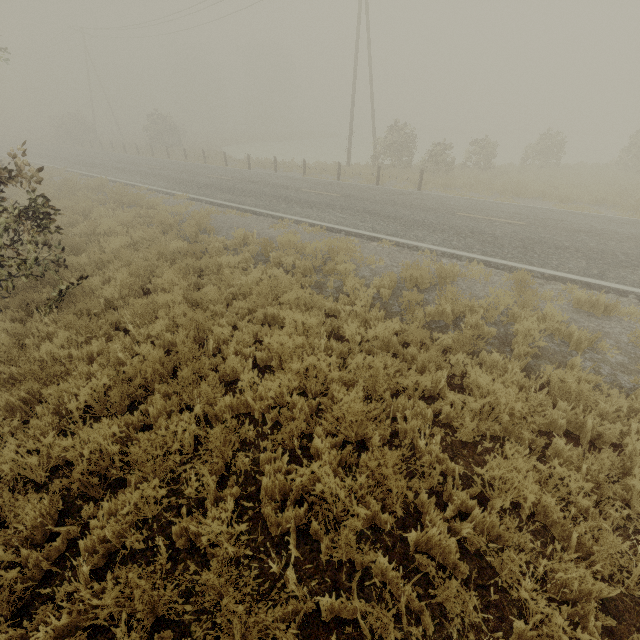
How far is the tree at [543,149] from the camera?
21.1m

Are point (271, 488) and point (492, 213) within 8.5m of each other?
no

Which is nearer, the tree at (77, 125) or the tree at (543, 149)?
the tree at (543, 149)

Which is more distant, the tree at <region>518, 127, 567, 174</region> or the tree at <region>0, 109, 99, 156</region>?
the tree at <region>0, 109, 99, 156</region>

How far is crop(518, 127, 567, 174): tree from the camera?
21.06m
